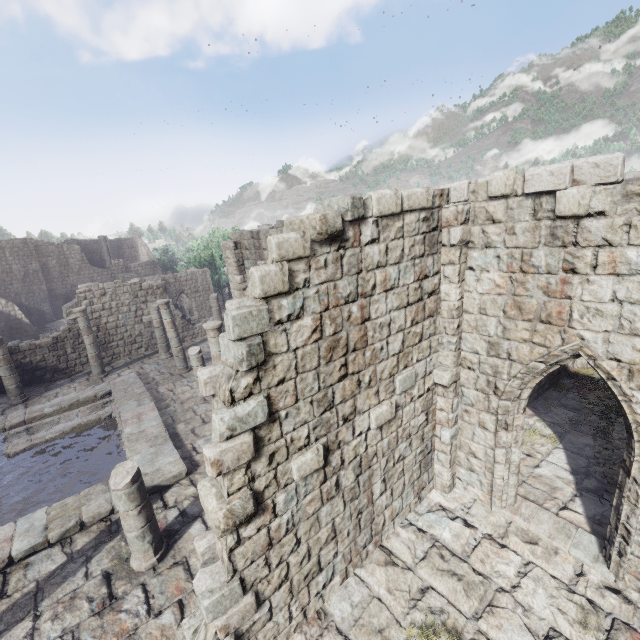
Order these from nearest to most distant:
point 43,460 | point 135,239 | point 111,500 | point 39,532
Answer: point 39,532 < point 111,500 < point 43,460 < point 135,239
